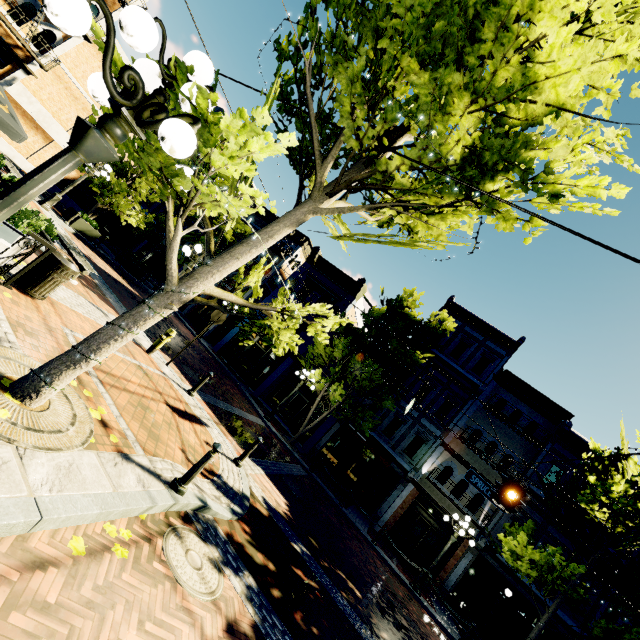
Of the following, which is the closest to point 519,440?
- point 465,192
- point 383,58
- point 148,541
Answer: point 465,192

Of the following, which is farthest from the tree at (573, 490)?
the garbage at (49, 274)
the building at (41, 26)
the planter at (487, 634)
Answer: the building at (41, 26)

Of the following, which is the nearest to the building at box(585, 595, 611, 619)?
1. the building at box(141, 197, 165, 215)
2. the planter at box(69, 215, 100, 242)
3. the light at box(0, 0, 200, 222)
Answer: the building at box(141, 197, 165, 215)

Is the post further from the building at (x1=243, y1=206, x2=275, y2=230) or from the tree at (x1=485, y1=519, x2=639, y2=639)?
the building at (x1=243, y1=206, x2=275, y2=230)

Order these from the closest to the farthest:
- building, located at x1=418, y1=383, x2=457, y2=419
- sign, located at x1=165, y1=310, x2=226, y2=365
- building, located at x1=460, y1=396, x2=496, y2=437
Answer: sign, located at x1=165, y1=310, x2=226, y2=365, building, located at x1=460, y1=396, x2=496, y2=437, building, located at x1=418, y1=383, x2=457, y2=419

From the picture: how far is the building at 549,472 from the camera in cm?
1715

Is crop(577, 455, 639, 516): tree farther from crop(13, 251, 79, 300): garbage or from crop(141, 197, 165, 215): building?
crop(141, 197, 165, 215): building

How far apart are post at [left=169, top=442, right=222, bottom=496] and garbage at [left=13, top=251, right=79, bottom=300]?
4.42m
